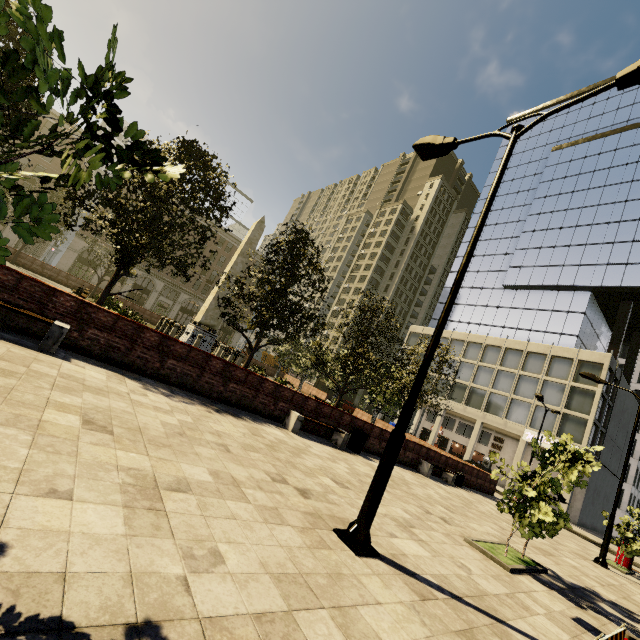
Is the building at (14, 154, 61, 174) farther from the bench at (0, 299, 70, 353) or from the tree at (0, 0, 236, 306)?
the bench at (0, 299, 70, 353)

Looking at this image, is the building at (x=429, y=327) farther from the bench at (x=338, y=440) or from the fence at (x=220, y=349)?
the fence at (x=220, y=349)

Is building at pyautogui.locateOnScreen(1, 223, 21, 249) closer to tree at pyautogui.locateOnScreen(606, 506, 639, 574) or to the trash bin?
tree at pyautogui.locateOnScreen(606, 506, 639, 574)

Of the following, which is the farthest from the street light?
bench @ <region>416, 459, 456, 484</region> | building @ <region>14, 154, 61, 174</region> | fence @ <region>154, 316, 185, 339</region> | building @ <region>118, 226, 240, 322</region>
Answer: building @ <region>14, 154, 61, 174</region>

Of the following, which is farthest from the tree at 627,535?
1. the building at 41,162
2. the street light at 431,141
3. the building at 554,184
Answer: the building at 41,162

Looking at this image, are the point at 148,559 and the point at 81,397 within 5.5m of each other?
yes

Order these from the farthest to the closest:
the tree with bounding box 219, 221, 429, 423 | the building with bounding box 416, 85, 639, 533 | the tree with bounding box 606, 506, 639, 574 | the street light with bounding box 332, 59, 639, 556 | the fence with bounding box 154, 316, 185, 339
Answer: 1. the building with bounding box 416, 85, 639, 533
2. the fence with bounding box 154, 316, 185, 339
3. the tree with bounding box 606, 506, 639, 574
4. the tree with bounding box 219, 221, 429, 423
5. the street light with bounding box 332, 59, 639, 556

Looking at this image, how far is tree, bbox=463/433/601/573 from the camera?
7.0 meters
